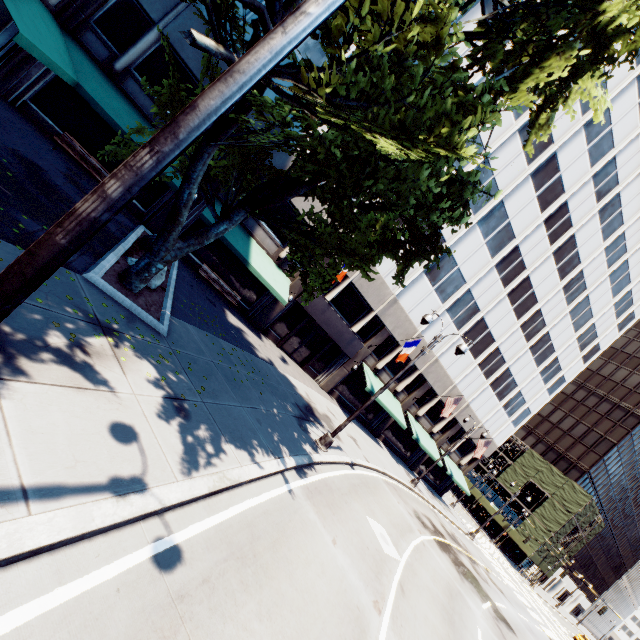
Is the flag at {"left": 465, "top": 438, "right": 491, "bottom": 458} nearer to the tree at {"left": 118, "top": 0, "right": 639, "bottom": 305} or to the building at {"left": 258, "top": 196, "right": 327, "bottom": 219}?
the building at {"left": 258, "top": 196, "right": 327, "bottom": 219}

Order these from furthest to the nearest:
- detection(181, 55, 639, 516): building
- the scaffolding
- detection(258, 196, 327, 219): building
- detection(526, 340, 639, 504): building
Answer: detection(526, 340, 639, 504): building → the scaffolding → detection(181, 55, 639, 516): building → detection(258, 196, 327, 219): building

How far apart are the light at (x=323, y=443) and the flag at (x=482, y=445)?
23.2m

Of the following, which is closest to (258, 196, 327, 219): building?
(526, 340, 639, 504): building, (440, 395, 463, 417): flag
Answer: (440, 395, 463, 417): flag

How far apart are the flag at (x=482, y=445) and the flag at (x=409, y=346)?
15.9 meters

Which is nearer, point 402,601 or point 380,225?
point 402,601

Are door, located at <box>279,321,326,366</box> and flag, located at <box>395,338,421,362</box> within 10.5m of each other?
yes

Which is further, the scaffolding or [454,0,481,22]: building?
the scaffolding
